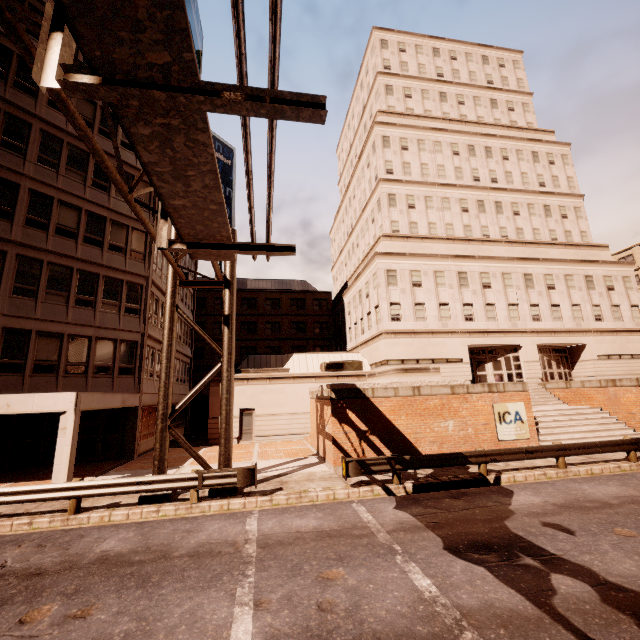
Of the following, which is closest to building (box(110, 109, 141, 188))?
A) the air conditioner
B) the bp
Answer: the air conditioner

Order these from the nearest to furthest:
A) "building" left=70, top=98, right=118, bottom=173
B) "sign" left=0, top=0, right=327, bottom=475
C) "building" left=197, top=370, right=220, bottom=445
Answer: "sign" left=0, top=0, right=327, bottom=475, "building" left=70, top=98, right=118, bottom=173, "building" left=197, top=370, right=220, bottom=445

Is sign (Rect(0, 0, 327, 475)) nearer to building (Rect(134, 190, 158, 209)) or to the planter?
building (Rect(134, 190, 158, 209))

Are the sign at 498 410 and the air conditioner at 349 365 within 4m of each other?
no

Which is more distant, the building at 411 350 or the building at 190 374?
the building at 190 374

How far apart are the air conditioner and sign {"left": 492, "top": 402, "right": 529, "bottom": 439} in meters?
12.7 m

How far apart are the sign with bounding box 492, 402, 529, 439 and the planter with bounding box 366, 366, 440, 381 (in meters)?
2.55

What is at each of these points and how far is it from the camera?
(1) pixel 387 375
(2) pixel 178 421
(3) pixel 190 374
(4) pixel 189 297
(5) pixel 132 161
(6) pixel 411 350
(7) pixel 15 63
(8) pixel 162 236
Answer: (1) planter, 17.8 meters
(2) building, 29.7 meters
(3) building, 33.5 meters
(4) building, 33.6 meters
(5) building, 21.7 meters
(6) building, 27.2 meters
(7) building, 17.3 meters
(8) sign, 5.1 meters
